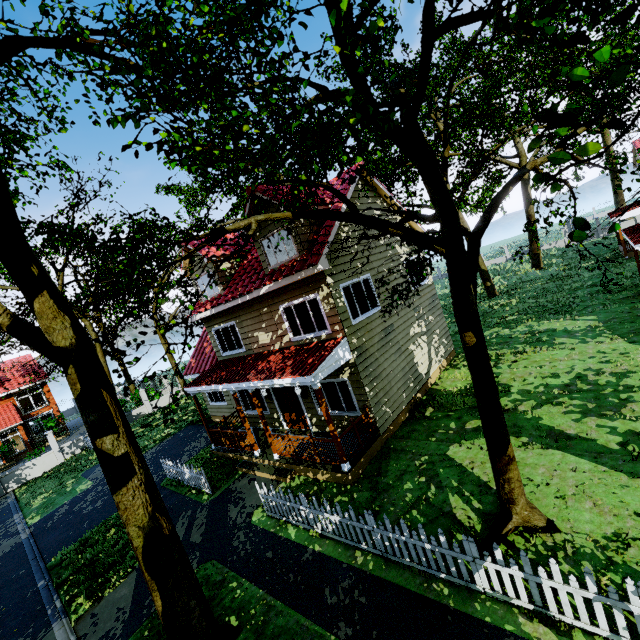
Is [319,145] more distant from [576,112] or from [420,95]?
[576,112]

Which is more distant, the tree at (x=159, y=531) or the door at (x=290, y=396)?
the door at (x=290, y=396)

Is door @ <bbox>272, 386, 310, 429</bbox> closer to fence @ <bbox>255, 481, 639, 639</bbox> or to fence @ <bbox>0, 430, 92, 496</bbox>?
fence @ <bbox>255, 481, 639, 639</bbox>

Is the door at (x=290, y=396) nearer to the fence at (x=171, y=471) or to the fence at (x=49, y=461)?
the fence at (x=171, y=471)

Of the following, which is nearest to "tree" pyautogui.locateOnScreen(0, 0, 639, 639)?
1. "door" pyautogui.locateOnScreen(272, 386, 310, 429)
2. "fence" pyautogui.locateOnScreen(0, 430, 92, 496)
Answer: "fence" pyautogui.locateOnScreen(0, 430, 92, 496)

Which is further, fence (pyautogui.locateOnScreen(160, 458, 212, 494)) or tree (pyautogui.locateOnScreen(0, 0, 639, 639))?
fence (pyautogui.locateOnScreen(160, 458, 212, 494))

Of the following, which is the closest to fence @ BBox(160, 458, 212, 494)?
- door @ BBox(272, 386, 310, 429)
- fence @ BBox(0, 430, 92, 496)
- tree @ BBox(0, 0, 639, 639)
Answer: tree @ BBox(0, 0, 639, 639)

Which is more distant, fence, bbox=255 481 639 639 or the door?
the door
